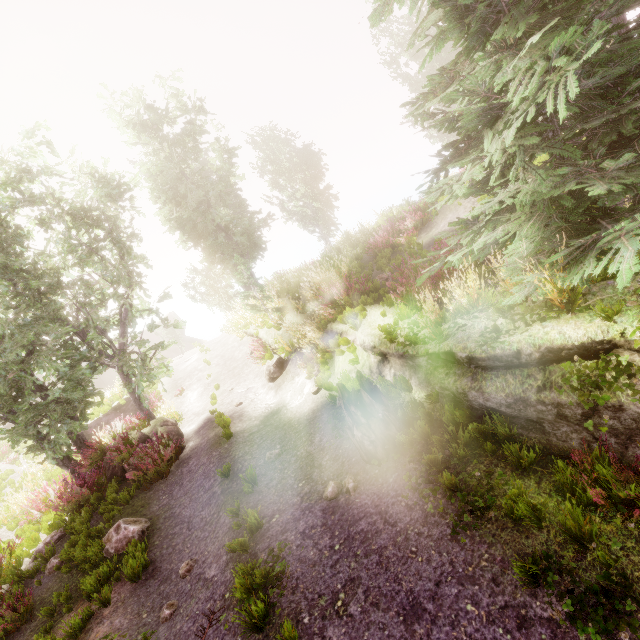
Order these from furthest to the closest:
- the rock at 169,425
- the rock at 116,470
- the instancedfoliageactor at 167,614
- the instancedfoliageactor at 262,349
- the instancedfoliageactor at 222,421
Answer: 1. the instancedfoliageactor at 262,349
2. the rock at 169,425
3. the rock at 116,470
4. the instancedfoliageactor at 222,421
5. the instancedfoliageactor at 167,614

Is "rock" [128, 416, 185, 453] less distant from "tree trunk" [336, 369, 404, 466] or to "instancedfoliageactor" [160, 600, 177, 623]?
"instancedfoliageactor" [160, 600, 177, 623]

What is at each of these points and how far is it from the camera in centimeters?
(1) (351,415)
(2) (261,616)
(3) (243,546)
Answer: (1) tree trunk, 558cm
(2) instancedfoliageactor, 388cm
(3) instancedfoliageactor, 521cm

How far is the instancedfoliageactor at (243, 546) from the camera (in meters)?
5.08

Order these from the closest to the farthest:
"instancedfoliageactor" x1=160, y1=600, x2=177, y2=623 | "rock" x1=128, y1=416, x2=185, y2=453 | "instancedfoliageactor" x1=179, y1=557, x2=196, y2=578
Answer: "instancedfoliageactor" x1=160, y1=600, x2=177, y2=623, "instancedfoliageactor" x1=179, y1=557, x2=196, y2=578, "rock" x1=128, y1=416, x2=185, y2=453

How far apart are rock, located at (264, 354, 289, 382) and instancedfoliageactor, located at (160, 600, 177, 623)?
7.1 meters

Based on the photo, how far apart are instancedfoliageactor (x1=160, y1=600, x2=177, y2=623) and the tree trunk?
3.74m

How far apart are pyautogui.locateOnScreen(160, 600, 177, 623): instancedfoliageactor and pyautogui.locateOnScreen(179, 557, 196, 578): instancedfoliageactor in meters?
0.5
